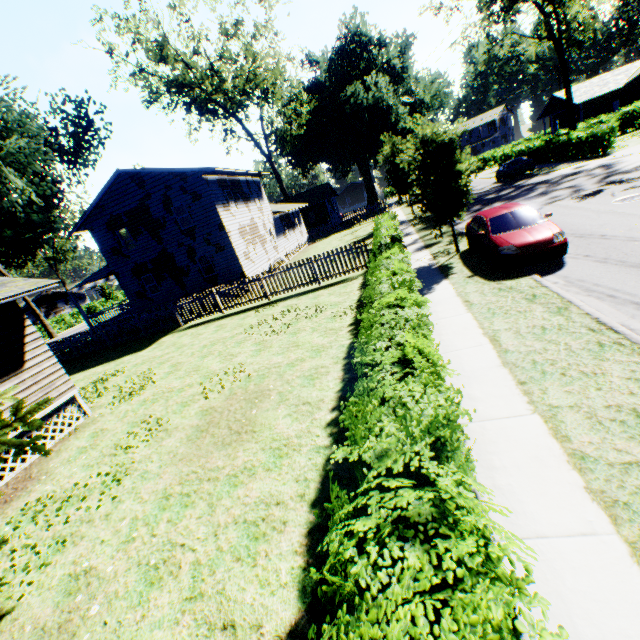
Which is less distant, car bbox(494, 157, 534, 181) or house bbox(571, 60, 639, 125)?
car bbox(494, 157, 534, 181)

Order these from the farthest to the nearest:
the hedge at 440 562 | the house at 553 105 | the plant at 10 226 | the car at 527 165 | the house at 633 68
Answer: the house at 553 105, the house at 633 68, the car at 527 165, the plant at 10 226, the hedge at 440 562

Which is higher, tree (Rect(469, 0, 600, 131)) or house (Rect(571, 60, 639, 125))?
tree (Rect(469, 0, 600, 131))

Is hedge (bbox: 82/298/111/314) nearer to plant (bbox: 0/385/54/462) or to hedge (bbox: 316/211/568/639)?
plant (bbox: 0/385/54/462)

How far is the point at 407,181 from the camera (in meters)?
28.83

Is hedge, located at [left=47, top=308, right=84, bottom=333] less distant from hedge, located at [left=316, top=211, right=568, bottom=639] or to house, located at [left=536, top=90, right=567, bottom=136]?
hedge, located at [left=316, top=211, right=568, bottom=639]

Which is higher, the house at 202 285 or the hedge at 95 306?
the house at 202 285

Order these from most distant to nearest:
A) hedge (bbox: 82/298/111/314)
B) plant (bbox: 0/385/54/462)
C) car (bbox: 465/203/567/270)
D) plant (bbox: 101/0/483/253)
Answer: hedge (bbox: 82/298/111/314) < plant (bbox: 101/0/483/253) < car (bbox: 465/203/567/270) < plant (bbox: 0/385/54/462)
